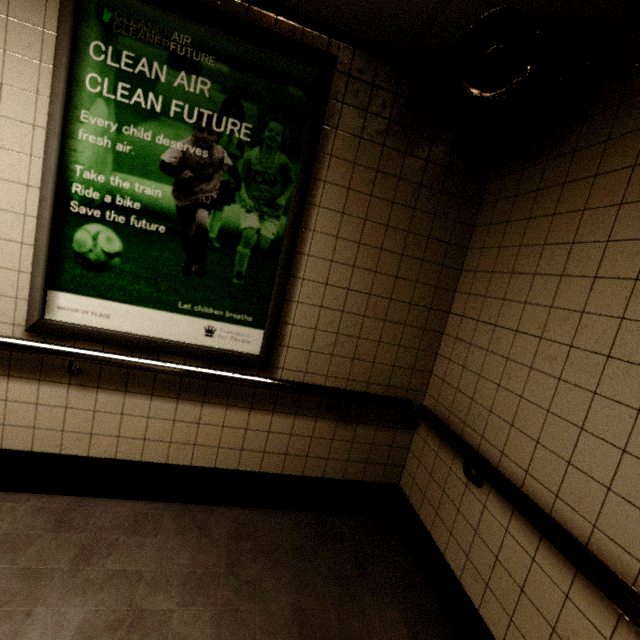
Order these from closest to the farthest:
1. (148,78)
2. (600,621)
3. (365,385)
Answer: (600,621) → (148,78) → (365,385)

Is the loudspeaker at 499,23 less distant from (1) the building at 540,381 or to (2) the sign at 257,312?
(1) the building at 540,381

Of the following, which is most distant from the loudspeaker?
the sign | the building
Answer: the sign

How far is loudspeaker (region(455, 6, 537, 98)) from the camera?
1.26m

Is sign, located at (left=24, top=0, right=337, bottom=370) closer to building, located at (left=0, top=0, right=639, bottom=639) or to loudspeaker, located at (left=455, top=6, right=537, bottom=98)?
building, located at (left=0, top=0, right=639, bottom=639)
